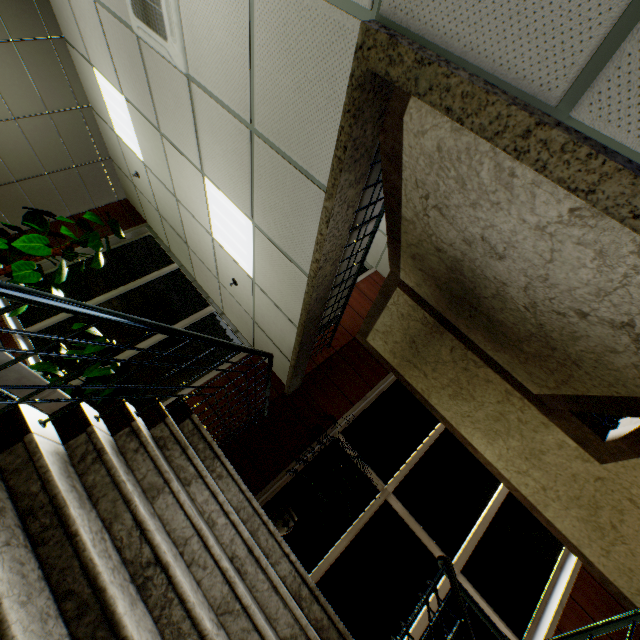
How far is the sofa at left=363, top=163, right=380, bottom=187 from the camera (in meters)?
3.02

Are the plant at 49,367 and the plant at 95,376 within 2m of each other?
yes

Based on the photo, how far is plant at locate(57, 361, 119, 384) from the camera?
4.5m

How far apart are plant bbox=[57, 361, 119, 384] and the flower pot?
2.73m

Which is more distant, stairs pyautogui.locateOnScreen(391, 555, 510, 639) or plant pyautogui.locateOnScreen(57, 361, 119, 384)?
plant pyautogui.locateOnScreen(57, 361, 119, 384)

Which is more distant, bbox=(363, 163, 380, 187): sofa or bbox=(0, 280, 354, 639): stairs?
bbox=(363, 163, 380, 187): sofa

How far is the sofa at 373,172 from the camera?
3.0 meters

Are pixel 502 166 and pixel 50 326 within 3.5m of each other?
no
